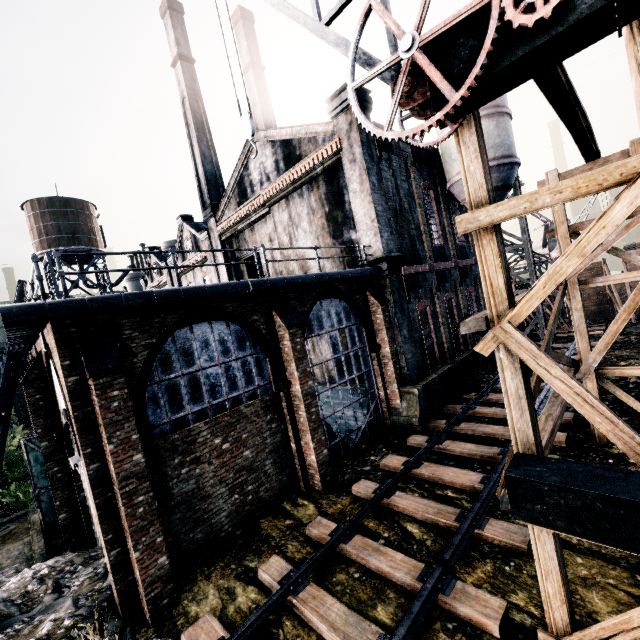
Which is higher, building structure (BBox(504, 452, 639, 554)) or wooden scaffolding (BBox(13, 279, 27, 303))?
wooden scaffolding (BBox(13, 279, 27, 303))

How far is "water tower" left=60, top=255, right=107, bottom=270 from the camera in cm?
3725

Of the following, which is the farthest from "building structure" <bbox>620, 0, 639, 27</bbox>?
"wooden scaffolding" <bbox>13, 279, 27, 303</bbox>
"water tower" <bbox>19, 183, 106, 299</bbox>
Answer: "water tower" <bbox>19, 183, 106, 299</bbox>

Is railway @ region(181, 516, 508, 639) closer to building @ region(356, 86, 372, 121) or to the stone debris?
the stone debris

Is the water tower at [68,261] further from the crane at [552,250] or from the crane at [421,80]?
the crane at [552,250]

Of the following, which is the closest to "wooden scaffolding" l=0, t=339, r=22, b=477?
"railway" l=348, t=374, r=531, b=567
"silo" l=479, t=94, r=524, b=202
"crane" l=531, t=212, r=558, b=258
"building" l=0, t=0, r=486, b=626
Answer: "building" l=0, t=0, r=486, b=626

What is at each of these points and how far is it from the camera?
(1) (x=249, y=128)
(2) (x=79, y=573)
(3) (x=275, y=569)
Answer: (1) crane, 7.8m
(2) stone debris, 9.7m
(3) railway, 8.5m

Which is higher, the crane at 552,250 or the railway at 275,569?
the crane at 552,250
